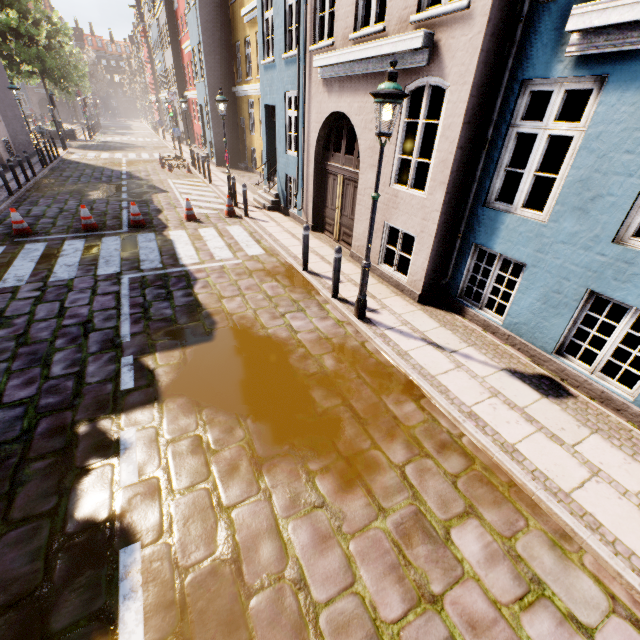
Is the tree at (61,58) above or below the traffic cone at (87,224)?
above

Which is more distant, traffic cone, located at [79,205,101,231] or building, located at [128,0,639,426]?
traffic cone, located at [79,205,101,231]

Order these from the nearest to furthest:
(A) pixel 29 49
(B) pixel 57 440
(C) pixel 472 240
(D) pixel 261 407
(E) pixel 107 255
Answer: (B) pixel 57 440, (D) pixel 261 407, (C) pixel 472 240, (E) pixel 107 255, (A) pixel 29 49

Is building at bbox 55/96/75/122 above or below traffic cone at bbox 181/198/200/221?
above

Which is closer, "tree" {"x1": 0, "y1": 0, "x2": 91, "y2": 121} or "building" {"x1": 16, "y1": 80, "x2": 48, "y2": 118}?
"tree" {"x1": 0, "y1": 0, "x2": 91, "y2": 121}

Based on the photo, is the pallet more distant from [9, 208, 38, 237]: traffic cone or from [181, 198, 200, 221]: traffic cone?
[9, 208, 38, 237]: traffic cone

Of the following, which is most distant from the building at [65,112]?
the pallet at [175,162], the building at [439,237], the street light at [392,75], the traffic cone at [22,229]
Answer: the street light at [392,75]

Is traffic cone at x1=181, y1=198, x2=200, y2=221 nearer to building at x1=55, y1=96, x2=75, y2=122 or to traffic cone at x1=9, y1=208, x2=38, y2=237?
traffic cone at x1=9, y1=208, x2=38, y2=237
